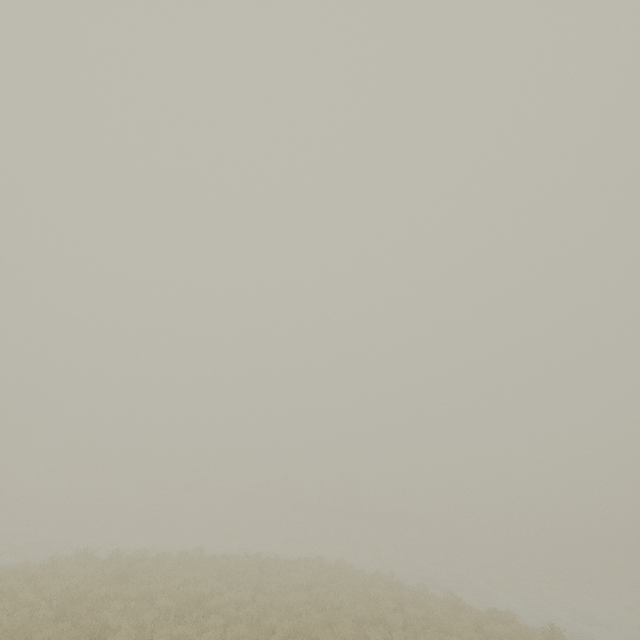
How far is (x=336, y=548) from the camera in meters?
25.6
